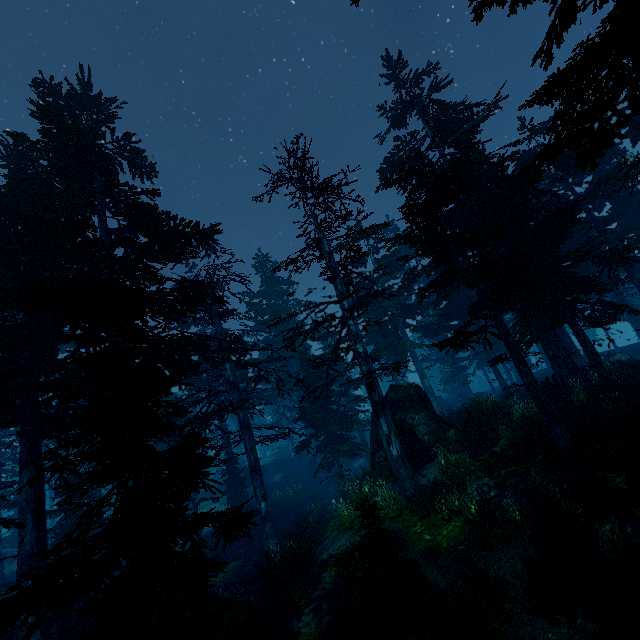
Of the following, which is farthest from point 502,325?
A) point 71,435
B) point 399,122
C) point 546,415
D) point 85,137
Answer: point 85,137

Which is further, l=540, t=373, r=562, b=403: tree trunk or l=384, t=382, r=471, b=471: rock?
l=540, t=373, r=562, b=403: tree trunk

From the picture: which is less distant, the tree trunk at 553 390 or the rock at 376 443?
the rock at 376 443

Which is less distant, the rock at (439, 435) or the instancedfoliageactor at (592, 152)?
the instancedfoliageactor at (592, 152)

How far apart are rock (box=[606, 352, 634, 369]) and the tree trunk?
1.6 meters

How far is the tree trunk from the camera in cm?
1810

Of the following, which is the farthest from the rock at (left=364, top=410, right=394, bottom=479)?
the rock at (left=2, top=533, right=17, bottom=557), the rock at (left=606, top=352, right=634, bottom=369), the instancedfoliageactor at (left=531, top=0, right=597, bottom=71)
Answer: the rock at (left=2, top=533, right=17, bottom=557)

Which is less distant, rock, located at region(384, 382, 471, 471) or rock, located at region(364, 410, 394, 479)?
rock, located at region(384, 382, 471, 471)
